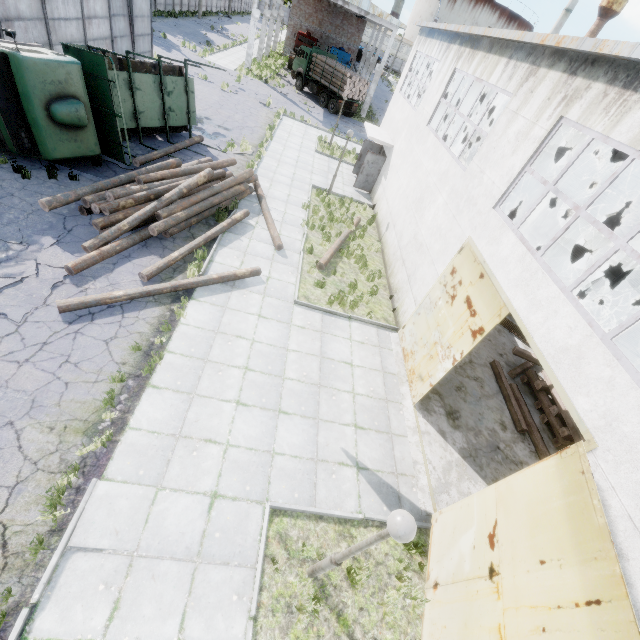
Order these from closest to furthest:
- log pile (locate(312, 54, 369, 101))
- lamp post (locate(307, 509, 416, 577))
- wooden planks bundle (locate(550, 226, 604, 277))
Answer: lamp post (locate(307, 509, 416, 577)), wooden planks bundle (locate(550, 226, 604, 277)), log pile (locate(312, 54, 369, 101))

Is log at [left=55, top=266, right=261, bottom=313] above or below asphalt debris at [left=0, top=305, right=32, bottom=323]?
above

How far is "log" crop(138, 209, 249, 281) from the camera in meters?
9.1

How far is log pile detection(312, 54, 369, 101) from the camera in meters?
29.7

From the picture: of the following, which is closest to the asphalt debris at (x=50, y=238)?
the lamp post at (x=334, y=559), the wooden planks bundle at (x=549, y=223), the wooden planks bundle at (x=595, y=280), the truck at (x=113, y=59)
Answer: the truck at (x=113, y=59)

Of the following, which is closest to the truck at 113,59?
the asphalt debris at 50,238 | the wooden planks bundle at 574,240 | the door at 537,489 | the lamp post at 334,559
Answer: the asphalt debris at 50,238

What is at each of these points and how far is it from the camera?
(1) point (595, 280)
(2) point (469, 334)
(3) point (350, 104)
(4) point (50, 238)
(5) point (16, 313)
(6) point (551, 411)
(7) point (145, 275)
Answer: (1) wooden planks bundle, 19.8 meters
(2) door, 7.5 meters
(3) truck, 31.8 meters
(4) asphalt debris, 9.0 meters
(5) asphalt debris, 7.3 meters
(6) wooden beam pile, 10.1 meters
(7) log, 9.0 meters

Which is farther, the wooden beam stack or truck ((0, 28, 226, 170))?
the wooden beam stack
